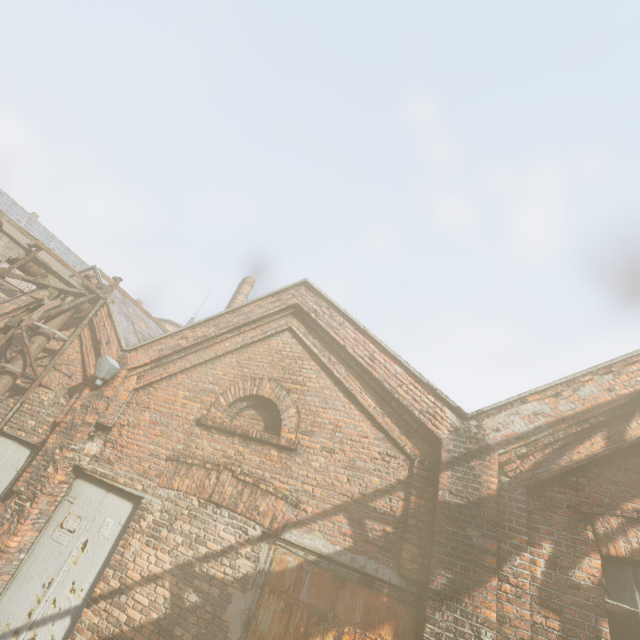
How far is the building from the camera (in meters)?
16.91

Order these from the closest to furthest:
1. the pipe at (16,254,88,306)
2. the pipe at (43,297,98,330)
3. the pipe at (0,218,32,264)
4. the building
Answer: the pipe at (0,218,32,264) → the pipe at (16,254,88,306) → the pipe at (43,297,98,330) → the building

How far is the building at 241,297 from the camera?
16.9m

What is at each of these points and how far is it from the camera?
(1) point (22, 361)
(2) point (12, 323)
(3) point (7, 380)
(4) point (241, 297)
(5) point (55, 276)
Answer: (1) pipe, 7.2 meters
(2) scaffolding, 7.1 meters
(3) pipe, 7.0 meters
(4) building, 17.0 meters
(5) pipe, 7.5 meters

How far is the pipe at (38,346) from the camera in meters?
7.4

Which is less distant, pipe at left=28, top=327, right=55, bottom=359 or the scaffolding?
the scaffolding

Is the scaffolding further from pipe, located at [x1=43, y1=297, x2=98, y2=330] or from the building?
the building

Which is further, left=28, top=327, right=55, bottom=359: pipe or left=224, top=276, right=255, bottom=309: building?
left=224, top=276, right=255, bottom=309: building
